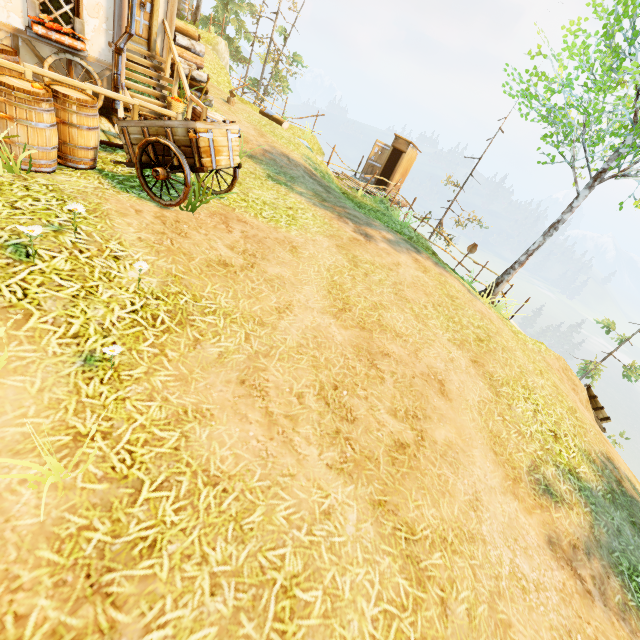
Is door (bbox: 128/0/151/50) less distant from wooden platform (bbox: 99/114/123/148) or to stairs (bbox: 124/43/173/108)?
stairs (bbox: 124/43/173/108)

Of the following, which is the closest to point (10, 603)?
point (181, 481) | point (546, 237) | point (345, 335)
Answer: point (181, 481)

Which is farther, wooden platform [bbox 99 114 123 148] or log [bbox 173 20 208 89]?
log [bbox 173 20 208 89]

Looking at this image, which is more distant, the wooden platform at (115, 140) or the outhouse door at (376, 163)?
the outhouse door at (376, 163)

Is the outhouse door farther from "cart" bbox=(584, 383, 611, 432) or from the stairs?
"cart" bbox=(584, 383, 611, 432)

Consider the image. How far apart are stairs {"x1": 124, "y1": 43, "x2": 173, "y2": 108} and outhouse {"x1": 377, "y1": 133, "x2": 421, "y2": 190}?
11.6 meters

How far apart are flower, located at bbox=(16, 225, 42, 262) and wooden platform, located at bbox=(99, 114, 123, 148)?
4.12m

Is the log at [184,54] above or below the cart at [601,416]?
above
